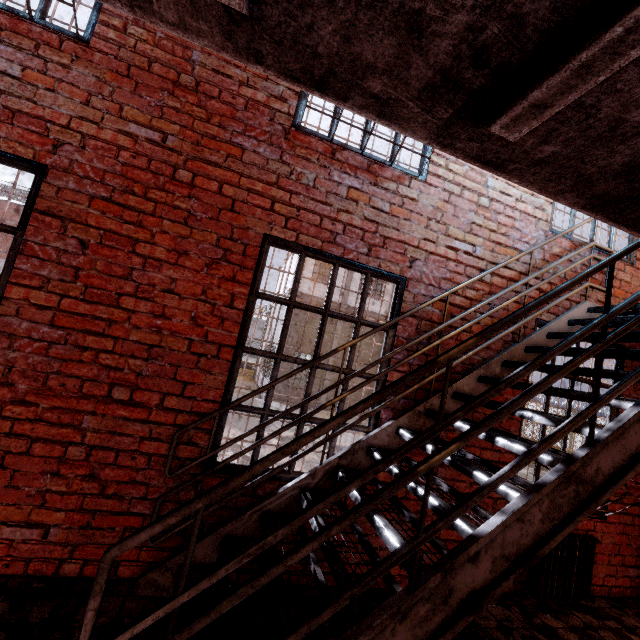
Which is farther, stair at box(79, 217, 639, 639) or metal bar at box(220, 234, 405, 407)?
metal bar at box(220, 234, 405, 407)

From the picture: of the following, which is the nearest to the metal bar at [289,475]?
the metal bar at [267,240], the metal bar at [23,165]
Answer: the metal bar at [267,240]

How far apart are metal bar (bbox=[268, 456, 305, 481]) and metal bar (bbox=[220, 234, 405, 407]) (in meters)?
0.12

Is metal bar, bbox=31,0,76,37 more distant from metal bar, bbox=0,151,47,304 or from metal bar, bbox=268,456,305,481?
metal bar, bbox=268,456,305,481

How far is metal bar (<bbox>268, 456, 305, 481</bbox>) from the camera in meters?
2.7

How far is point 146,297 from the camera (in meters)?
2.46

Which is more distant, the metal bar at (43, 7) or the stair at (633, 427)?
the metal bar at (43, 7)
